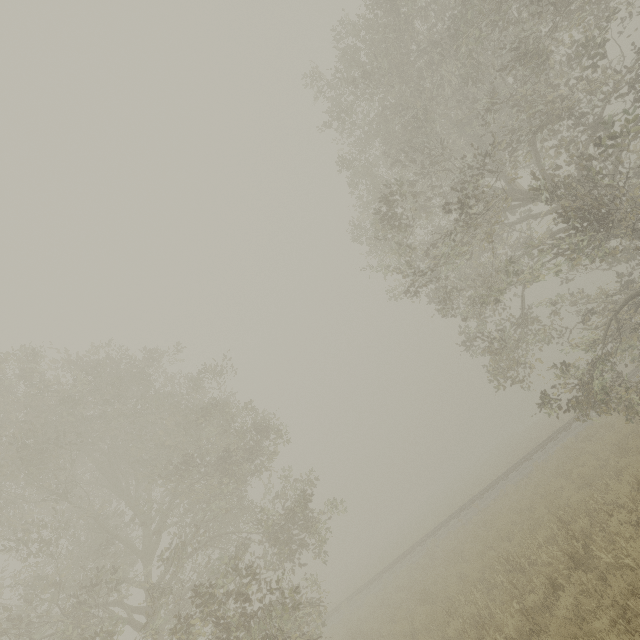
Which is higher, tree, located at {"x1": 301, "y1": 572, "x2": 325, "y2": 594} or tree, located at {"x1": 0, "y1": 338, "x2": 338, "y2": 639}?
tree, located at {"x1": 0, "y1": 338, "x2": 338, "y2": 639}

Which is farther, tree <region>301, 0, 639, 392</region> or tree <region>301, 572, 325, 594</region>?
tree <region>301, 572, 325, 594</region>

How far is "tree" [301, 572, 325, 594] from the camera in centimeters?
1390cm

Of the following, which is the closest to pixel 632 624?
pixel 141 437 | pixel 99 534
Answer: pixel 141 437

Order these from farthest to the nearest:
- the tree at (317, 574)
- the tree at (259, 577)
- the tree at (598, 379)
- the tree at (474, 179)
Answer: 1. the tree at (317, 574)
2. the tree at (598, 379)
3. the tree at (259, 577)
4. the tree at (474, 179)

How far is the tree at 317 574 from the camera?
13.9 meters
